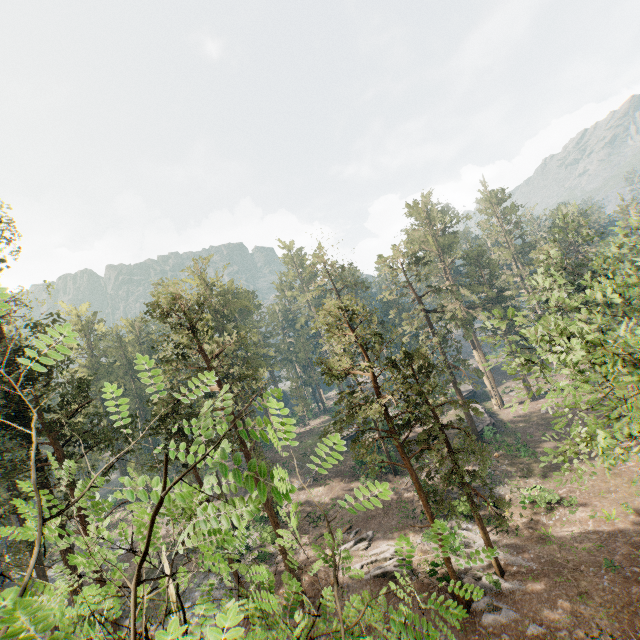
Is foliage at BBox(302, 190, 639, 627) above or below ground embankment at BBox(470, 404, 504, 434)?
above

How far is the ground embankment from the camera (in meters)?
38.34

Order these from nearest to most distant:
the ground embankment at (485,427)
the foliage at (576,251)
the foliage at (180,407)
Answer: the foliage at (180,407), the foliage at (576,251), the ground embankment at (485,427)

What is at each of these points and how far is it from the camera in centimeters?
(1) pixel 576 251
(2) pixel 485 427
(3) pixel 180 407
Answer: (1) foliage, 2894cm
(2) ground embankment, 3828cm
(3) foliage, 2312cm

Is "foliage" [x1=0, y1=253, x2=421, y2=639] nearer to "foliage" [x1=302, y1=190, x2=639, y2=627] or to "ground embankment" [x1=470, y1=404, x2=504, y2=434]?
"foliage" [x1=302, y1=190, x2=639, y2=627]

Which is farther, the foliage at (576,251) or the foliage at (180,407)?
the foliage at (576,251)

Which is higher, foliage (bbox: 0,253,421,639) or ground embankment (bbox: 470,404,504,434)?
foliage (bbox: 0,253,421,639)

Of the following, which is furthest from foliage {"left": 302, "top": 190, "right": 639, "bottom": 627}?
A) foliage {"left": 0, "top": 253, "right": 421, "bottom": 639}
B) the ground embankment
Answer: the ground embankment
